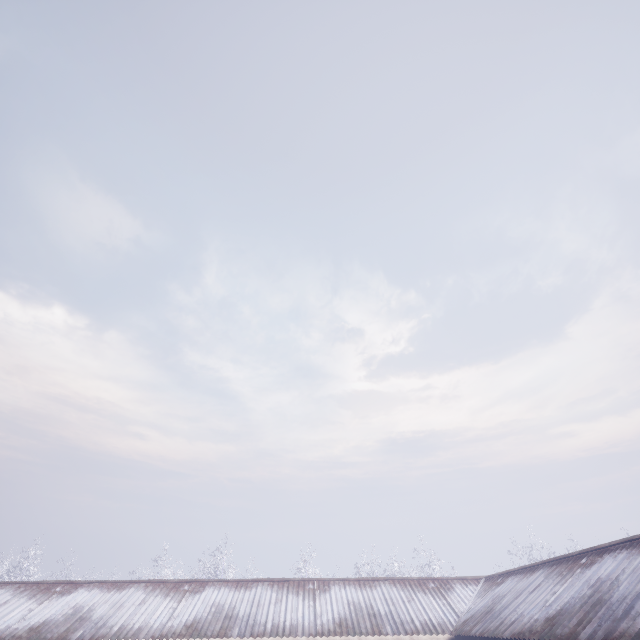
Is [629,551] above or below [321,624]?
above
